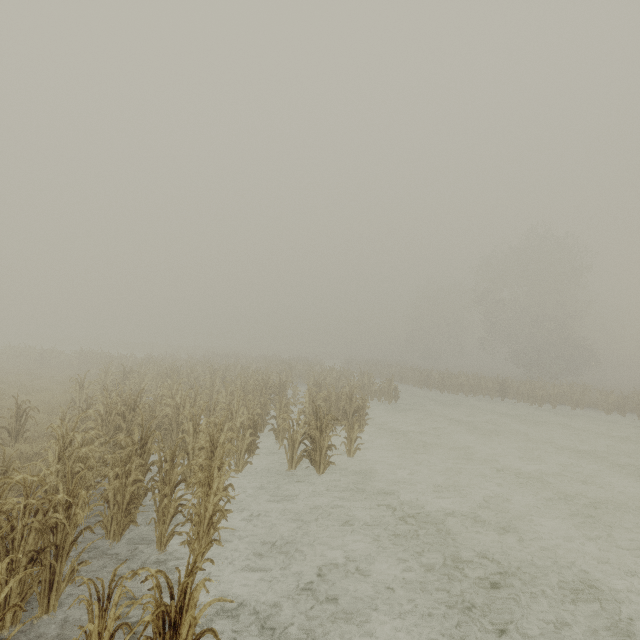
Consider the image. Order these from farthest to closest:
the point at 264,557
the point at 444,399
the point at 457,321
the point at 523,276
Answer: the point at 457,321, the point at 523,276, the point at 444,399, the point at 264,557
